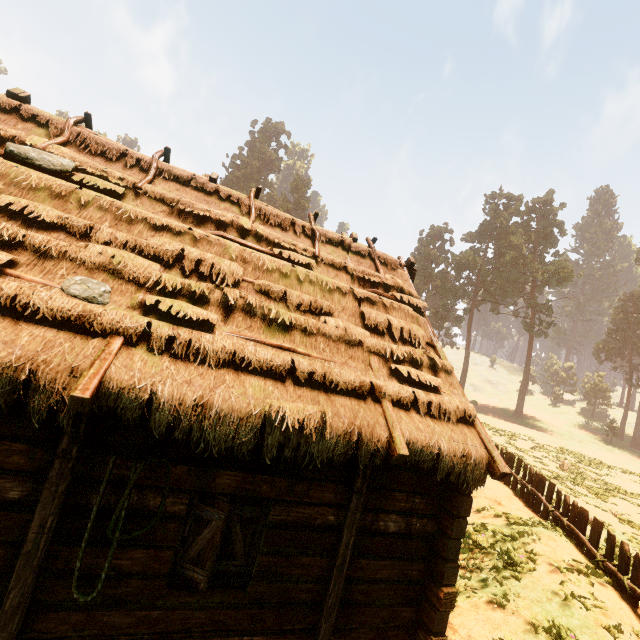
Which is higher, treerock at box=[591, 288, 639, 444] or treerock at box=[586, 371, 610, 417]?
treerock at box=[591, 288, 639, 444]

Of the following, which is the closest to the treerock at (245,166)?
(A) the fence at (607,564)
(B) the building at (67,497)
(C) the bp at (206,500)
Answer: (B) the building at (67,497)

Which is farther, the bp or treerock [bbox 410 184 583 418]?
treerock [bbox 410 184 583 418]

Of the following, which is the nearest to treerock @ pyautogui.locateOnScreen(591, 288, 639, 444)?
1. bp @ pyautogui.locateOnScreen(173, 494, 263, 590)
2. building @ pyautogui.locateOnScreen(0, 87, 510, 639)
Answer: building @ pyautogui.locateOnScreen(0, 87, 510, 639)

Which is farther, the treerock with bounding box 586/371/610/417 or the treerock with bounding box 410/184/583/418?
the treerock with bounding box 586/371/610/417

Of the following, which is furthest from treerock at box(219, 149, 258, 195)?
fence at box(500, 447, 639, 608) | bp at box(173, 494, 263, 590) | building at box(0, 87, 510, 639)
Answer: bp at box(173, 494, 263, 590)

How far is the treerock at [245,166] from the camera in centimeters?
5491cm

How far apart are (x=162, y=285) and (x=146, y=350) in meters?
1.2 m
